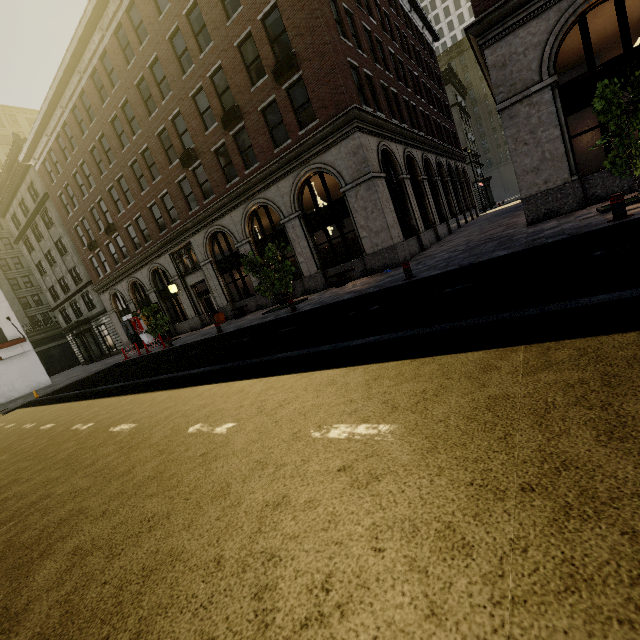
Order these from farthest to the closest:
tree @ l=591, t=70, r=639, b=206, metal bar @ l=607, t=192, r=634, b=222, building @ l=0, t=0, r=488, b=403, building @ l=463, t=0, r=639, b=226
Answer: building @ l=0, t=0, r=488, b=403, building @ l=463, t=0, r=639, b=226, tree @ l=591, t=70, r=639, b=206, metal bar @ l=607, t=192, r=634, b=222

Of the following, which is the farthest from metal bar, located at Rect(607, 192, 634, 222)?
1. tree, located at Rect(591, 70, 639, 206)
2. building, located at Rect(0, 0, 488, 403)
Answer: building, located at Rect(0, 0, 488, 403)

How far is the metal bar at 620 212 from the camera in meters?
7.0

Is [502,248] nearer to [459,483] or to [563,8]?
[563,8]

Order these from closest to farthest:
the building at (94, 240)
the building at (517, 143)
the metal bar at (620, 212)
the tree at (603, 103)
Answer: the metal bar at (620, 212), the tree at (603, 103), the building at (517, 143), the building at (94, 240)

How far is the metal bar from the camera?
7.04m
